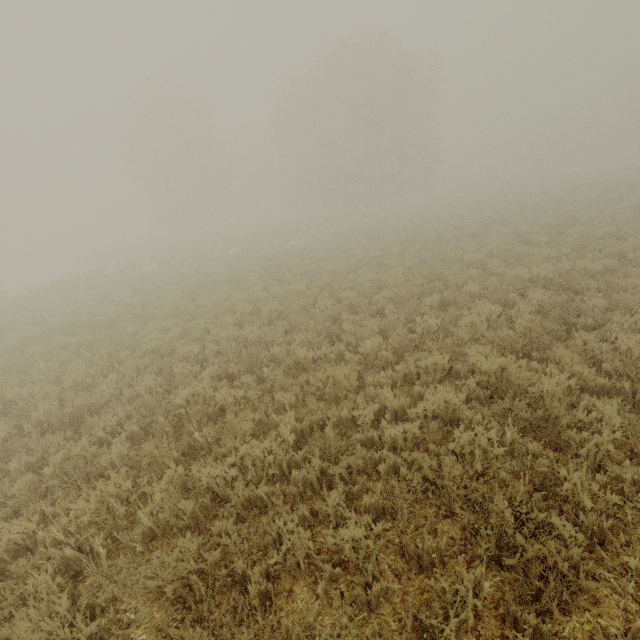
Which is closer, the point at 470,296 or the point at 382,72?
the point at 470,296
